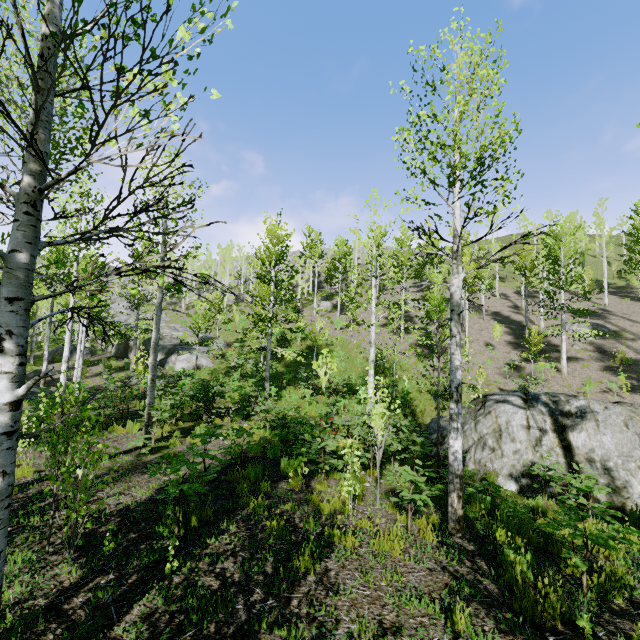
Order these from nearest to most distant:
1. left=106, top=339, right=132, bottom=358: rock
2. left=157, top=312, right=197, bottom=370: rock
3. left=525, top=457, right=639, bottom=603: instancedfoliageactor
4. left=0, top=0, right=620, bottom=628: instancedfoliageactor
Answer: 1. left=0, top=0, right=620, bottom=628: instancedfoliageactor
2. left=525, top=457, right=639, bottom=603: instancedfoliageactor
3. left=157, top=312, right=197, bottom=370: rock
4. left=106, top=339, right=132, bottom=358: rock

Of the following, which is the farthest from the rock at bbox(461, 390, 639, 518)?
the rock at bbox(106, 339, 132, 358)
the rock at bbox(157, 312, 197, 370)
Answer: the rock at bbox(106, 339, 132, 358)

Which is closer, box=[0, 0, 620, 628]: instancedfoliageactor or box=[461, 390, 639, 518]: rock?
box=[0, 0, 620, 628]: instancedfoliageactor

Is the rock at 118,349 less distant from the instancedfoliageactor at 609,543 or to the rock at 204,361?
the rock at 204,361

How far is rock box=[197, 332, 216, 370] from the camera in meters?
25.4

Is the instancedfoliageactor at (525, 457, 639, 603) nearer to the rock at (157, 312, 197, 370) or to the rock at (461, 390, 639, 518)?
the rock at (157, 312, 197, 370)

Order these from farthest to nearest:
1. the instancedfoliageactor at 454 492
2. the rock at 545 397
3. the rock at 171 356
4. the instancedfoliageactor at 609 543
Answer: the rock at 171 356 < the rock at 545 397 < the instancedfoliageactor at 609 543 < the instancedfoliageactor at 454 492

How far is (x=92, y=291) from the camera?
2.1m
